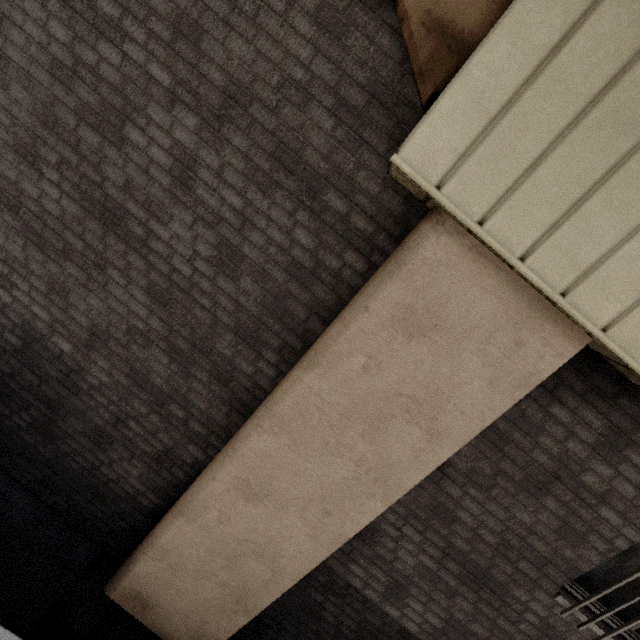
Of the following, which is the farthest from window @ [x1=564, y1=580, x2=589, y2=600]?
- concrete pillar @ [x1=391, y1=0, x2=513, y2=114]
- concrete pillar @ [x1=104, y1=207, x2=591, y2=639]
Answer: concrete pillar @ [x1=391, y1=0, x2=513, y2=114]

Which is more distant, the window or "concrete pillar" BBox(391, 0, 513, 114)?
the window

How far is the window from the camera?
3.03m

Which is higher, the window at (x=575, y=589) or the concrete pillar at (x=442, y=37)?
the concrete pillar at (x=442, y=37)

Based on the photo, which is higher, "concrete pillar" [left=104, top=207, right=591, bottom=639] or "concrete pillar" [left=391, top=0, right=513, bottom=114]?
"concrete pillar" [left=391, top=0, right=513, bottom=114]

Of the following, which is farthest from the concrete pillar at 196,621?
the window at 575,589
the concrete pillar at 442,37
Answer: the window at 575,589

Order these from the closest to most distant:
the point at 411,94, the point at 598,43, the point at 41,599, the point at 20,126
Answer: the point at 598,43 < the point at 411,94 < the point at 20,126 < the point at 41,599

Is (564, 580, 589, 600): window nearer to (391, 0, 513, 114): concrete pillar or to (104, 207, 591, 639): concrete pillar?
(104, 207, 591, 639): concrete pillar
